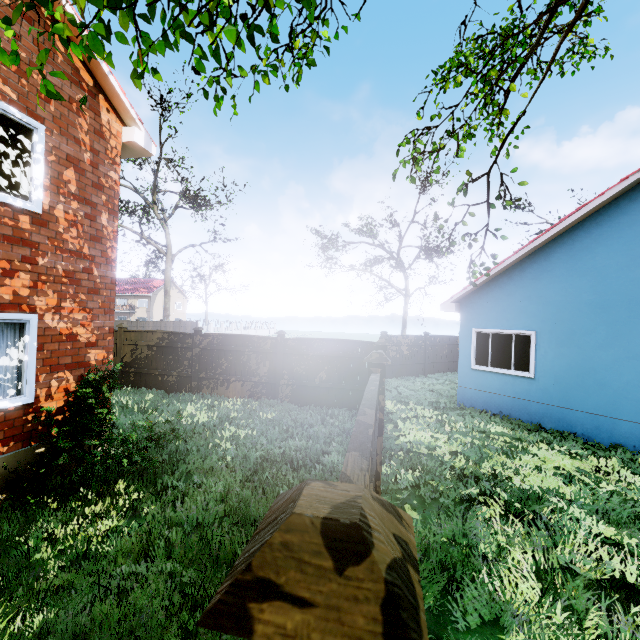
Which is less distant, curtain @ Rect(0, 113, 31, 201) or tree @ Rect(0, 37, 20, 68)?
tree @ Rect(0, 37, 20, 68)

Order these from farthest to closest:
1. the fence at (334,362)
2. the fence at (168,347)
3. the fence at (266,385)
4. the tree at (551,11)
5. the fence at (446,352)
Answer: the fence at (446,352) → the fence at (168,347) → the fence at (266,385) → the tree at (551,11) → the fence at (334,362)

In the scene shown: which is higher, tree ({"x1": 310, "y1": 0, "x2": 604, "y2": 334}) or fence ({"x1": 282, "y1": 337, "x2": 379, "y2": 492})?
tree ({"x1": 310, "y1": 0, "x2": 604, "y2": 334})

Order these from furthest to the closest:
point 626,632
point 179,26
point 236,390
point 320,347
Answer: point 236,390 < point 320,347 < point 626,632 < point 179,26

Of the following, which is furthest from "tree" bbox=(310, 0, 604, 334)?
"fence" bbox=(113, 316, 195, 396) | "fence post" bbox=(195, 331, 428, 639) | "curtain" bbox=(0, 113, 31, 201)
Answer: "curtain" bbox=(0, 113, 31, 201)

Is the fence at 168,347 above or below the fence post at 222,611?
below

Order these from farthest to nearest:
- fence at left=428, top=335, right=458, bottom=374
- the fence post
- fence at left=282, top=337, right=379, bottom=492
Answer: fence at left=428, top=335, right=458, bottom=374
fence at left=282, top=337, right=379, bottom=492
the fence post

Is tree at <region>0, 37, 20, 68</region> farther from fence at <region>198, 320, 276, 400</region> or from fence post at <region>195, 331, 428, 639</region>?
fence post at <region>195, 331, 428, 639</region>
